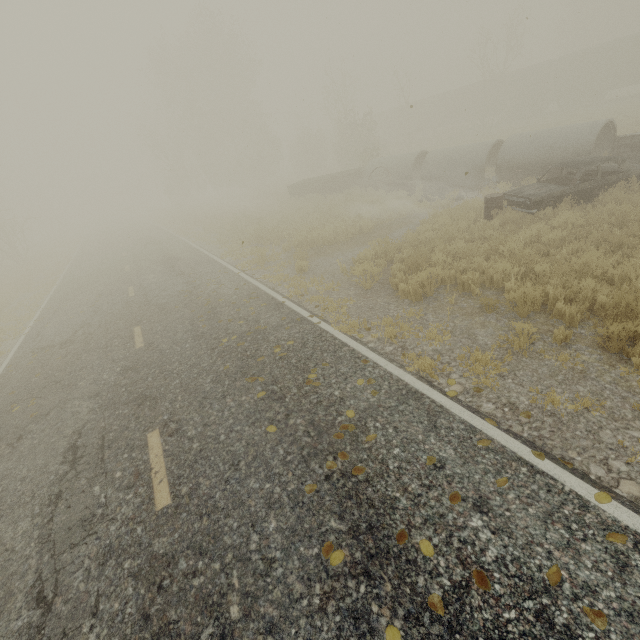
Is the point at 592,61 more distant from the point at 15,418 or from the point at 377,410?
the point at 15,418

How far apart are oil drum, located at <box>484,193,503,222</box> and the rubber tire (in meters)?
3.30

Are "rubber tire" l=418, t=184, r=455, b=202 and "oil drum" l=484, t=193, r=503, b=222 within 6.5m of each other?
yes

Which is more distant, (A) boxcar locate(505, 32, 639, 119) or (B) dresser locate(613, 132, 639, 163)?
(A) boxcar locate(505, 32, 639, 119)

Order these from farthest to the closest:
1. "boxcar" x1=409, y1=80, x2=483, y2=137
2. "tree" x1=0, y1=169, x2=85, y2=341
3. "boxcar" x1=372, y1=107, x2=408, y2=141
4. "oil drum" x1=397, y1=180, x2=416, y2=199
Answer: "boxcar" x1=372, y1=107, x2=408, y2=141, "boxcar" x1=409, y1=80, x2=483, y2=137, "oil drum" x1=397, y1=180, x2=416, y2=199, "tree" x1=0, y1=169, x2=85, y2=341

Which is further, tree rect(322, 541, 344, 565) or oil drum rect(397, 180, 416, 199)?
oil drum rect(397, 180, 416, 199)

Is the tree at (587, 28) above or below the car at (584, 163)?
above

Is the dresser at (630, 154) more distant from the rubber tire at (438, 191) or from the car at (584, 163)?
the rubber tire at (438, 191)
